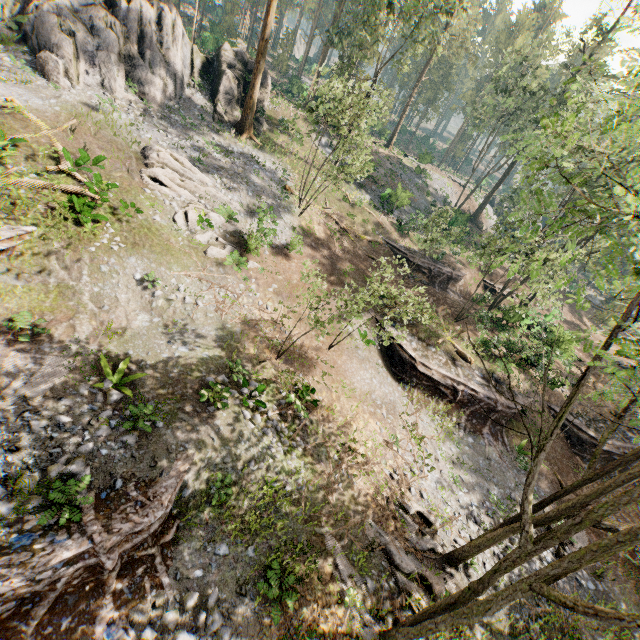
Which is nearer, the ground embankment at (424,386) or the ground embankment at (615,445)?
the ground embankment at (424,386)

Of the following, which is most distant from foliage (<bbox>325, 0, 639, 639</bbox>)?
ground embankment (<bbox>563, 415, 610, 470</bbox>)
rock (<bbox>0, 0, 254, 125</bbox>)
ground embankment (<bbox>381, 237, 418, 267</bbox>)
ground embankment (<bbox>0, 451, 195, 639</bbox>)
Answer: ground embankment (<bbox>381, 237, 418, 267</bbox>)

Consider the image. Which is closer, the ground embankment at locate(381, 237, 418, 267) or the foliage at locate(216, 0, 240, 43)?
the ground embankment at locate(381, 237, 418, 267)

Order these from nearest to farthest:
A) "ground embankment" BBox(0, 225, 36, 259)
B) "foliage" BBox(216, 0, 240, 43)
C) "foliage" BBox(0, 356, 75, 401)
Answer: "foliage" BBox(0, 356, 75, 401)
"ground embankment" BBox(0, 225, 36, 259)
"foliage" BBox(216, 0, 240, 43)

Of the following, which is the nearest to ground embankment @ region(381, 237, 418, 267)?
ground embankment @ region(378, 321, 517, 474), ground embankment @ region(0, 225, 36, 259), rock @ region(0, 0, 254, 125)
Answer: ground embankment @ region(378, 321, 517, 474)

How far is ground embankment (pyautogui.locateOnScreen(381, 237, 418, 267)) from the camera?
29.77m

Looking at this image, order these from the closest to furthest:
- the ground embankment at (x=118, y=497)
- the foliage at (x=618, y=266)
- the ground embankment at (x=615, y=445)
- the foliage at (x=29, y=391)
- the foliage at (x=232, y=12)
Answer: the foliage at (x=618, y=266) < the ground embankment at (x=118, y=497) < the foliage at (x=29, y=391) < the ground embankment at (x=615, y=445) < the foliage at (x=232, y=12)

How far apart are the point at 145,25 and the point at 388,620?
37.6m
